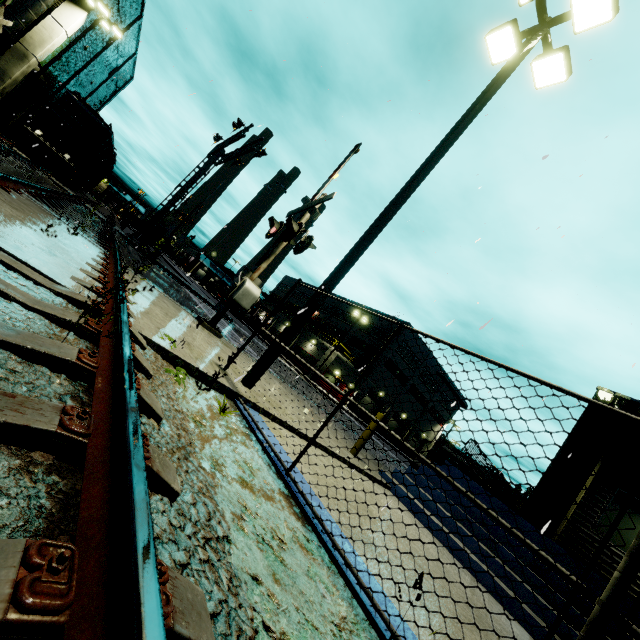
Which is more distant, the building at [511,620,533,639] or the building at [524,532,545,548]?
the building at [524,532,545,548]

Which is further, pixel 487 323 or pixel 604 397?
pixel 604 397

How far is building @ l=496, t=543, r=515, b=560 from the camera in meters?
6.4

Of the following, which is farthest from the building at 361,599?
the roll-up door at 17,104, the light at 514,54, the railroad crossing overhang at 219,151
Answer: the railroad crossing overhang at 219,151

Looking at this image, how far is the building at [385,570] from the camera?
2.79m

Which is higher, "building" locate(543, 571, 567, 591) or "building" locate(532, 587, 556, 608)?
"building" locate(543, 571, 567, 591)
